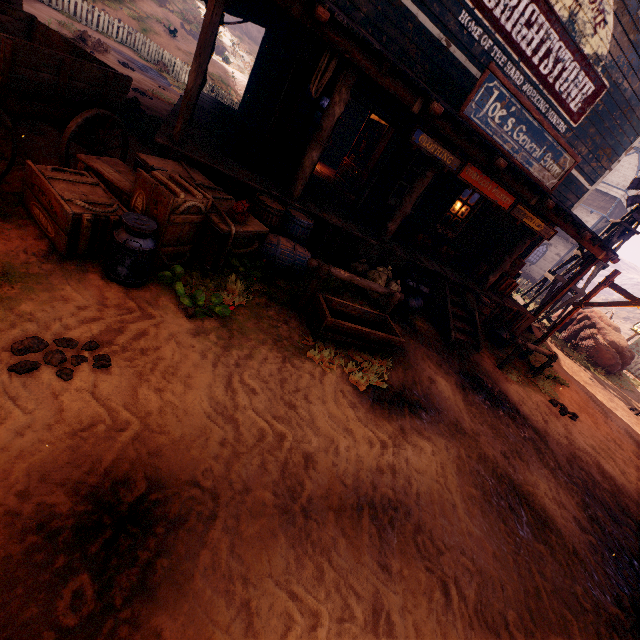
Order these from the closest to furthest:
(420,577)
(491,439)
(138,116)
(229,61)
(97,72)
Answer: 1. (420,577)
2. (97,72)
3. (491,439)
4. (138,116)
5. (229,61)

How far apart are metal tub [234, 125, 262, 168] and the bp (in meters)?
0.01

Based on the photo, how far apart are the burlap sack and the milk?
4.3m

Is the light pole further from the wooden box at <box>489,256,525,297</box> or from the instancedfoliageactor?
the instancedfoliageactor

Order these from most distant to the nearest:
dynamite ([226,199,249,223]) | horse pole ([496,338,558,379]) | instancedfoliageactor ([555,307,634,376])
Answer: instancedfoliageactor ([555,307,634,376]), horse pole ([496,338,558,379]), dynamite ([226,199,249,223])

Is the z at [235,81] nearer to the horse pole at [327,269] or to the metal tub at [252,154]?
the horse pole at [327,269]

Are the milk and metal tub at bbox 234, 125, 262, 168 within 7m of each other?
yes

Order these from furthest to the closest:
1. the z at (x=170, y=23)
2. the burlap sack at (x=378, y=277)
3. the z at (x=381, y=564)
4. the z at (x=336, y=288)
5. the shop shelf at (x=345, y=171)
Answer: the z at (x=170, y=23) < the shop shelf at (x=345, y=171) < the burlap sack at (x=378, y=277) < the z at (x=336, y=288) < the z at (x=381, y=564)
